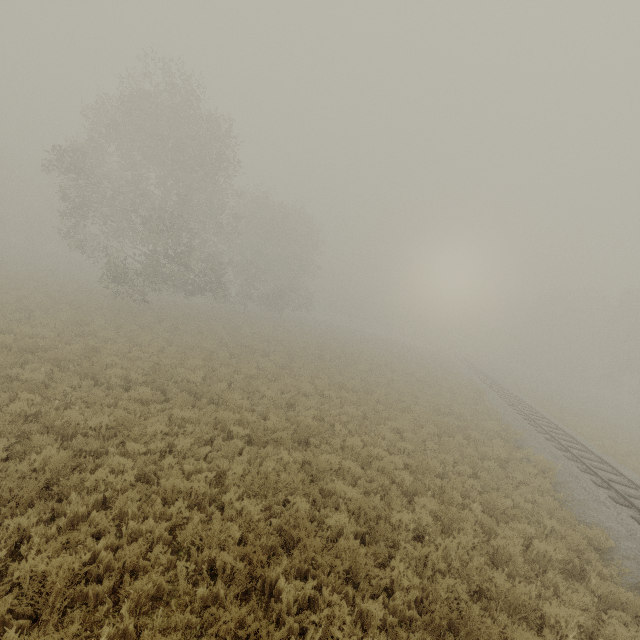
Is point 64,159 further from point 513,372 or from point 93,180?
point 513,372
